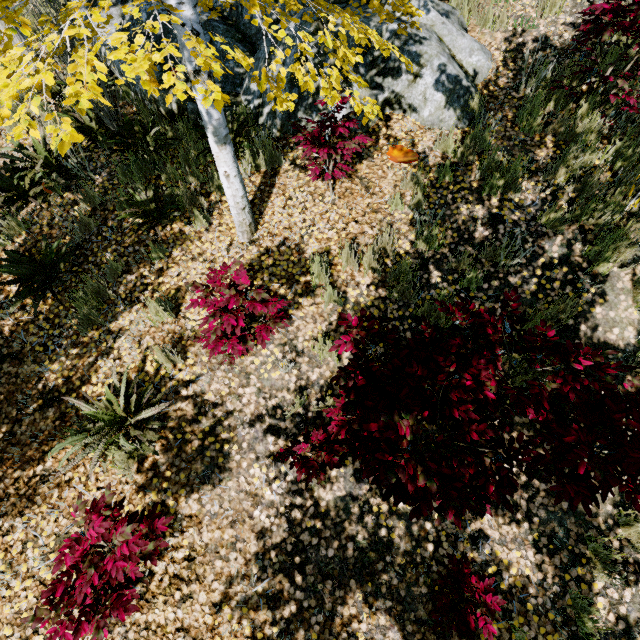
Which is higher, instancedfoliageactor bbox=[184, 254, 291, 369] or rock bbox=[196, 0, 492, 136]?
rock bbox=[196, 0, 492, 136]

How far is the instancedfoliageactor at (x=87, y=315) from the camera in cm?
383

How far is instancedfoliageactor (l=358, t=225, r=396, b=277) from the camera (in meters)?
3.87

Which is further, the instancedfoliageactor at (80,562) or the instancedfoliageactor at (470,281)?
the instancedfoliageactor at (470,281)

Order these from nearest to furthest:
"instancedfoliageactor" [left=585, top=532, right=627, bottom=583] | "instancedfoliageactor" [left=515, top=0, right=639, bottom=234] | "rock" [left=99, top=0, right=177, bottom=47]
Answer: "instancedfoliageactor" [left=585, top=532, right=627, bottom=583] < "instancedfoliageactor" [left=515, top=0, right=639, bottom=234] < "rock" [left=99, top=0, right=177, bottom=47]

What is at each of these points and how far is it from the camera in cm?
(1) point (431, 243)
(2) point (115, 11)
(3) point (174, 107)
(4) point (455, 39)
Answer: (1) instancedfoliageactor, 402
(2) rock, 498
(3) rock, 484
(4) rock, 475

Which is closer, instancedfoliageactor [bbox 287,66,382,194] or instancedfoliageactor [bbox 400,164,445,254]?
instancedfoliageactor [bbox 287,66,382,194]

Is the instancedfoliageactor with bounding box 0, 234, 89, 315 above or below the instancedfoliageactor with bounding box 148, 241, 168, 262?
below
